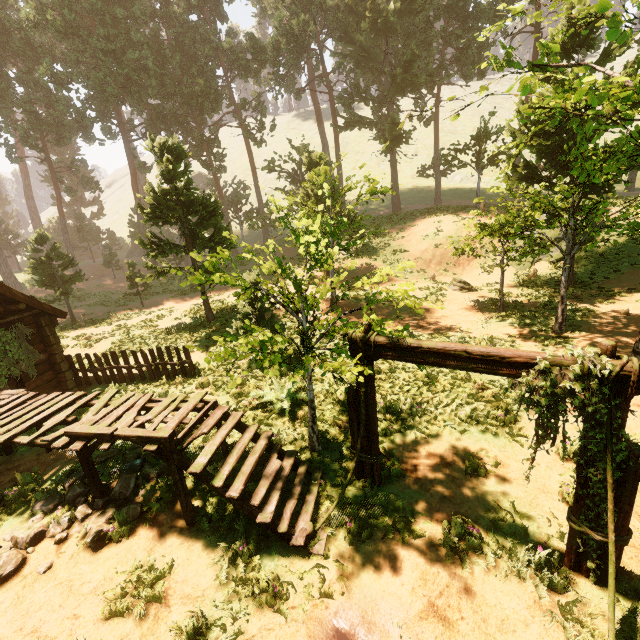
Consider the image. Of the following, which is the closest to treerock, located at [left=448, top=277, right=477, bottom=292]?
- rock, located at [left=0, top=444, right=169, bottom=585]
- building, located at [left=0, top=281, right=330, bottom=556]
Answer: building, located at [left=0, top=281, right=330, bottom=556]

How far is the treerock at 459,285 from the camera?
19.3m

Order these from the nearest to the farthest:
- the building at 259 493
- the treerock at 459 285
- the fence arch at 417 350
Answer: the fence arch at 417 350 → the building at 259 493 → the treerock at 459 285

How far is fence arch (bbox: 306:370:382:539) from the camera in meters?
6.0

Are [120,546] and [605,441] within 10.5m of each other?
yes

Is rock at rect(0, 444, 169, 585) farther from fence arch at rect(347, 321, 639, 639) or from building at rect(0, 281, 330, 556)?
fence arch at rect(347, 321, 639, 639)

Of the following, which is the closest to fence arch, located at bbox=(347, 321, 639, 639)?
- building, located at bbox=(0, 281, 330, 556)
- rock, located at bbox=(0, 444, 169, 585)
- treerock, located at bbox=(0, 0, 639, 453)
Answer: building, located at bbox=(0, 281, 330, 556)
